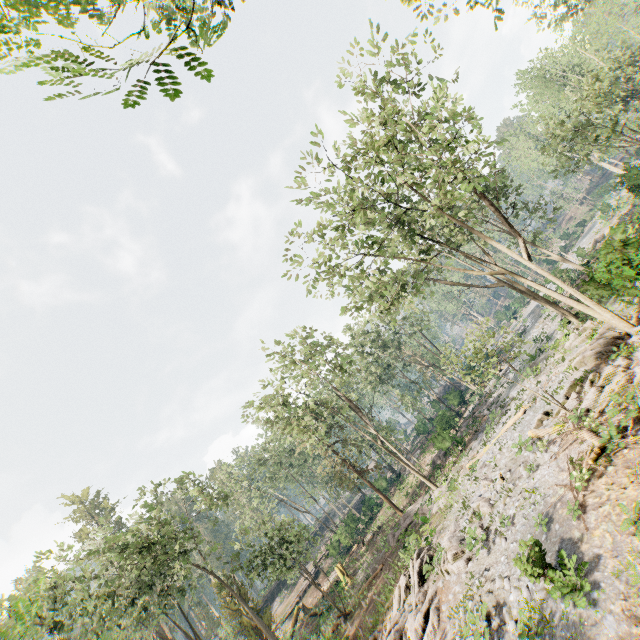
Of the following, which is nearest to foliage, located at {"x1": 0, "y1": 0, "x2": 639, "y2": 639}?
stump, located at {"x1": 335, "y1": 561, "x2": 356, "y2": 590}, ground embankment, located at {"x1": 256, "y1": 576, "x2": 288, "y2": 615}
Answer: ground embankment, located at {"x1": 256, "y1": 576, "x2": 288, "y2": 615}

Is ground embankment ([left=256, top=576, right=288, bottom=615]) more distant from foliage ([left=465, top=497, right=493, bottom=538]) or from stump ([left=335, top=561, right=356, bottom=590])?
stump ([left=335, top=561, right=356, bottom=590])

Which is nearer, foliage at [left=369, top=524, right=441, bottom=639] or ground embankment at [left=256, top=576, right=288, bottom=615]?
foliage at [left=369, top=524, right=441, bottom=639]

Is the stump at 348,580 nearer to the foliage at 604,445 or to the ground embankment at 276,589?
the foliage at 604,445

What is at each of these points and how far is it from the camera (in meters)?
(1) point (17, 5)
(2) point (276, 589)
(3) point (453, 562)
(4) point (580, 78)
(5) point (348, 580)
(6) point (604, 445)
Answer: (1) foliage, 3.43
(2) ground embankment, 50.53
(3) foliage, 15.52
(4) foliage, 38.38
(5) stump, 30.25
(6) foliage, 11.98

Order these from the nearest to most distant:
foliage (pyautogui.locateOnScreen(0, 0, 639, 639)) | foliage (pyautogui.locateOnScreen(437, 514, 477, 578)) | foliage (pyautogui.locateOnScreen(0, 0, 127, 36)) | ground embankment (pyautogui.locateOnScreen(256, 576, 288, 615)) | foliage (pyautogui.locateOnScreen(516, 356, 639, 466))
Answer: foliage (pyautogui.locateOnScreen(0, 0, 127, 36)), foliage (pyautogui.locateOnScreen(516, 356, 639, 466)), foliage (pyautogui.locateOnScreen(437, 514, 477, 578)), foliage (pyautogui.locateOnScreen(0, 0, 639, 639)), ground embankment (pyautogui.locateOnScreen(256, 576, 288, 615))

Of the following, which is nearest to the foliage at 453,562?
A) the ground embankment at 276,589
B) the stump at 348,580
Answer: the ground embankment at 276,589
